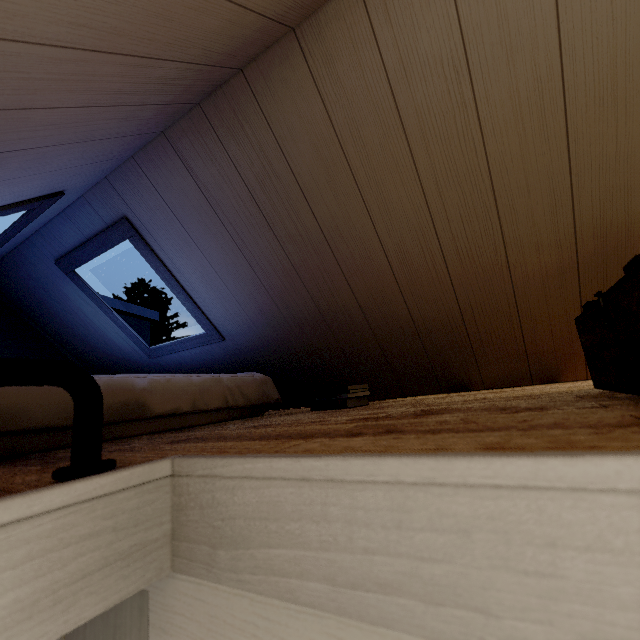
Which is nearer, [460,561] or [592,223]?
[460,561]
